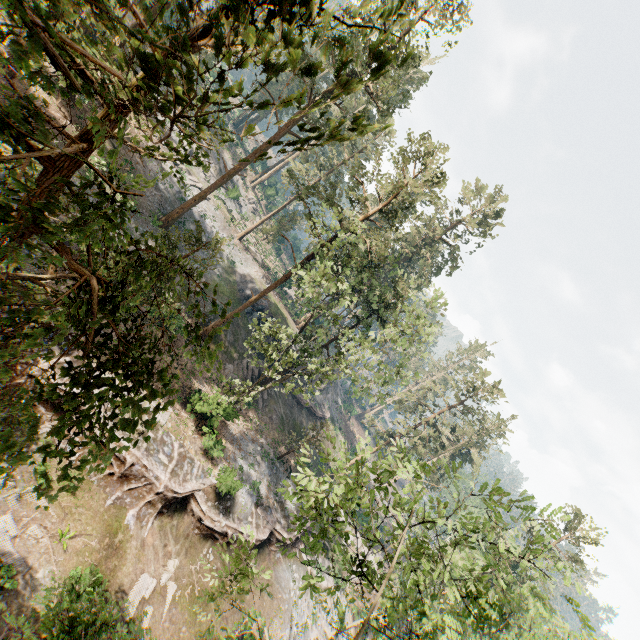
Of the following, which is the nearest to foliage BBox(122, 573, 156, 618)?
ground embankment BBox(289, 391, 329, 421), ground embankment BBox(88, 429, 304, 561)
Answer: ground embankment BBox(88, 429, 304, 561)

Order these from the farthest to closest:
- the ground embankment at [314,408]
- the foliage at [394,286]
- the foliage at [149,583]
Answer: the ground embankment at [314,408]
the foliage at [149,583]
the foliage at [394,286]

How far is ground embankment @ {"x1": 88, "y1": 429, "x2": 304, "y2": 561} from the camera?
17.6 meters

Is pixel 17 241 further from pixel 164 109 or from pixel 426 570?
Answer: pixel 426 570

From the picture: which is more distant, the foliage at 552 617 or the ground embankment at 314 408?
the ground embankment at 314 408

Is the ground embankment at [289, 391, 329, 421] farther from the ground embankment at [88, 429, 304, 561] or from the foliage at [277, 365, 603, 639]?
the ground embankment at [88, 429, 304, 561]

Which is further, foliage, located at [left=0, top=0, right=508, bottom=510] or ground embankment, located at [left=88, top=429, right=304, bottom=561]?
ground embankment, located at [left=88, top=429, right=304, bottom=561]

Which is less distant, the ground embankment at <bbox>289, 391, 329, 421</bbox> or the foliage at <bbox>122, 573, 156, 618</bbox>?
the foliage at <bbox>122, 573, 156, 618</bbox>
